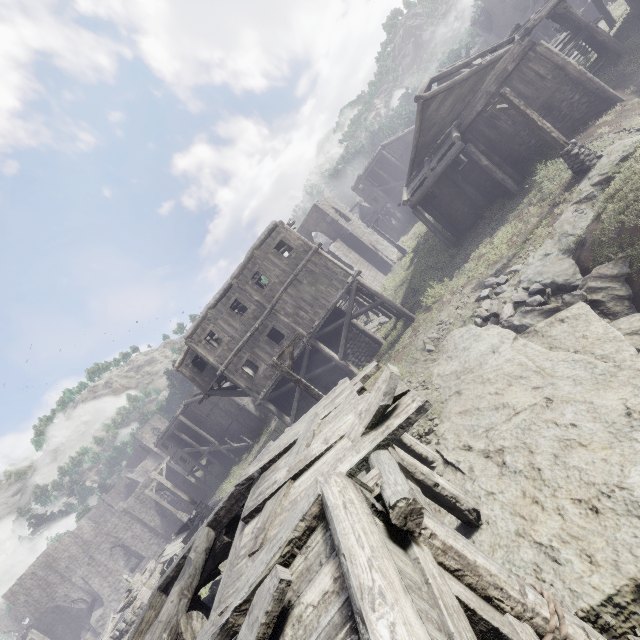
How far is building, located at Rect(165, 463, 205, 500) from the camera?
42.6 meters

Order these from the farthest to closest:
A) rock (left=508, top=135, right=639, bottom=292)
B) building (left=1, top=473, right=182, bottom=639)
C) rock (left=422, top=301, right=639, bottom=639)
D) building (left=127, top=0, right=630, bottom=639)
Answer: building (left=1, top=473, right=182, bottom=639) → rock (left=508, top=135, right=639, bottom=292) → rock (left=422, top=301, right=639, bottom=639) → building (left=127, top=0, right=630, bottom=639)

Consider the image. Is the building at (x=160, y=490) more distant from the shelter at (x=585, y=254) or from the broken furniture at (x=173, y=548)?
the broken furniture at (x=173, y=548)

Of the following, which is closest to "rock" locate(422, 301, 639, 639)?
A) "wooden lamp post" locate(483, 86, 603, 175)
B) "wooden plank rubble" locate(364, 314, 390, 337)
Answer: "wooden lamp post" locate(483, 86, 603, 175)

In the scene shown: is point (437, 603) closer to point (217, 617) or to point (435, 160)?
point (217, 617)

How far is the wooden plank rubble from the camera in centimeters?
2330cm

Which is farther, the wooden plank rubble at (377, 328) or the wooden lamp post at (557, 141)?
the wooden plank rubble at (377, 328)
